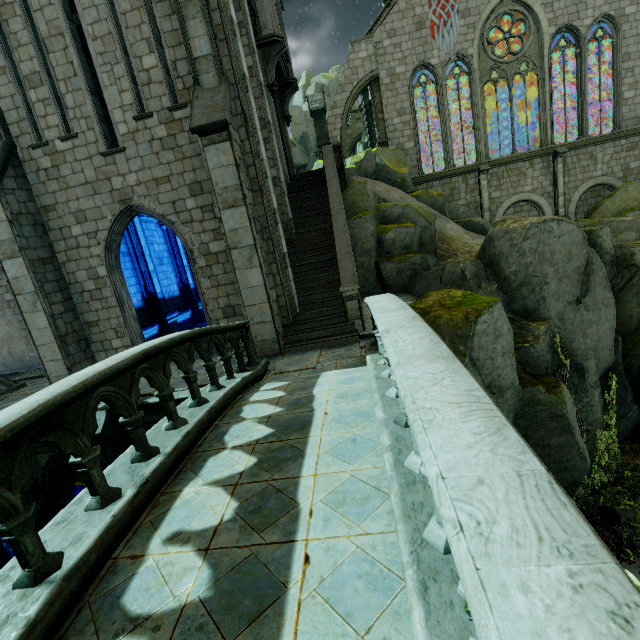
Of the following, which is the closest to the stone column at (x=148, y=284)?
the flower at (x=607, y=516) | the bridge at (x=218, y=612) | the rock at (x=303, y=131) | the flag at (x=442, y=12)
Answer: the rock at (x=303, y=131)

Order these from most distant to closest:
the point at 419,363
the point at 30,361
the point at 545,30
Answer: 1. the point at 545,30
2. the point at 30,361
3. the point at 419,363

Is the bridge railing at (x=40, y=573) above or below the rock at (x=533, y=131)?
below

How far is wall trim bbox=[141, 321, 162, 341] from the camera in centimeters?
1316cm

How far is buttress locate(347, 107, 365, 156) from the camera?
32.6m

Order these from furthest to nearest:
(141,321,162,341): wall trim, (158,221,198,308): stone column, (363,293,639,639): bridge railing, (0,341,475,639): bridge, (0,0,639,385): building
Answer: (158,221,198,308): stone column < (141,321,162,341): wall trim < (0,0,639,385): building < (0,341,475,639): bridge < (363,293,639,639): bridge railing

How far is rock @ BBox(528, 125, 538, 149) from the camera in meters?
29.2

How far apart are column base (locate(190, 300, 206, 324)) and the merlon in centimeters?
1347cm
